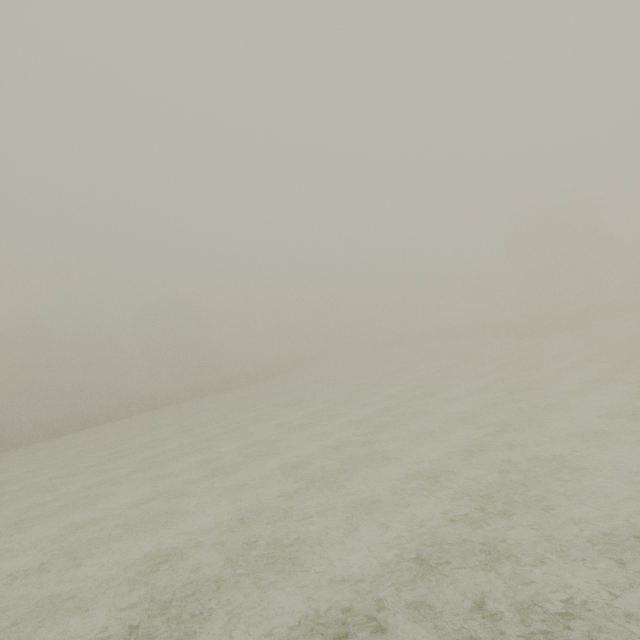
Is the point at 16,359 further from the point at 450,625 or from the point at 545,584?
the point at 545,584
